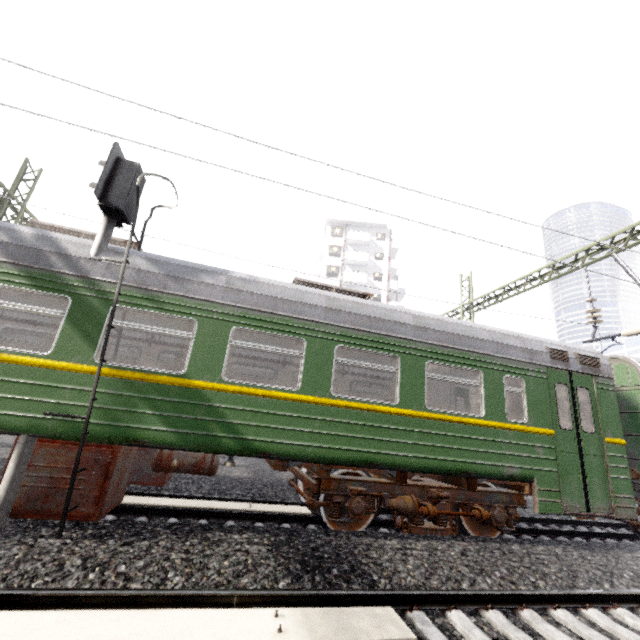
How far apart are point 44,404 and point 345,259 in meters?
38.3 m

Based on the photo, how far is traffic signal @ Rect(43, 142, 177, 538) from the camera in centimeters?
438cm

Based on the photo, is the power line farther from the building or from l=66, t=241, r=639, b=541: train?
the building

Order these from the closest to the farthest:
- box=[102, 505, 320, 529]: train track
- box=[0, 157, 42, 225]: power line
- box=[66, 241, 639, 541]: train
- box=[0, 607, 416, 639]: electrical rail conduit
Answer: box=[0, 607, 416, 639]: electrical rail conduit → box=[66, 241, 639, 541]: train → box=[102, 505, 320, 529]: train track → box=[0, 157, 42, 225]: power line

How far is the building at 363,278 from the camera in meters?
40.7

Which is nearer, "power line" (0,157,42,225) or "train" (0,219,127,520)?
"train" (0,219,127,520)

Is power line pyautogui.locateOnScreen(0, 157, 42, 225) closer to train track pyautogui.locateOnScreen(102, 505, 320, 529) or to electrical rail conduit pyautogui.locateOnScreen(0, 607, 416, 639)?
electrical rail conduit pyautogui.locateOnScreen(0, 607, 416, 639)

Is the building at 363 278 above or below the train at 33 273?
above
